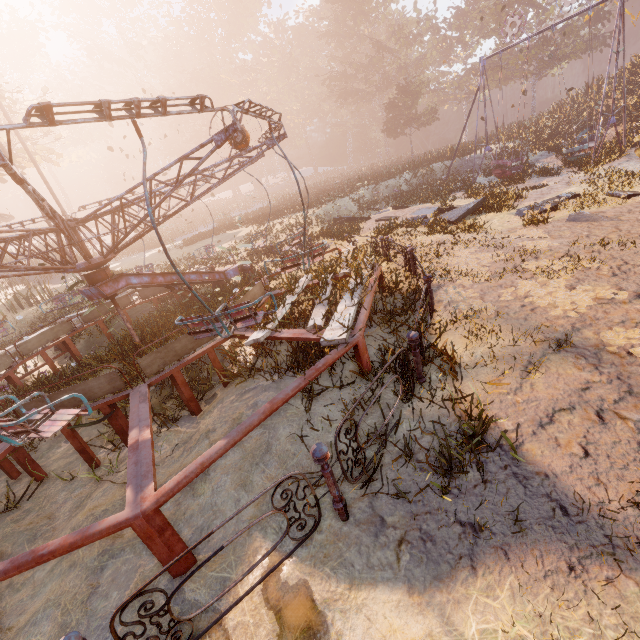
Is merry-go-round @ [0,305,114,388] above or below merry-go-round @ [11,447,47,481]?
above

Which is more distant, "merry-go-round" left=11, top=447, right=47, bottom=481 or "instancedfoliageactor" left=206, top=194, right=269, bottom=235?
"instancedfoliageactor" left=206, top=194, right=269, bottom=235

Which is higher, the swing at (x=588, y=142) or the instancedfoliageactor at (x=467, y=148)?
the instancedfoliageactor at (x=467, y=148)

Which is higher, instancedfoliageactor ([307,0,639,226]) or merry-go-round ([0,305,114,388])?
instancedfoliageactor ([307,0,639,226])

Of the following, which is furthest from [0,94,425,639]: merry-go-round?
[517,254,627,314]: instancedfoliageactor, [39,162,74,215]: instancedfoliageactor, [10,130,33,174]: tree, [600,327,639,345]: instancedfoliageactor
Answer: [39,162,74,215]: instancedfoliageactor

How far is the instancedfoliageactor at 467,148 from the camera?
25.06m

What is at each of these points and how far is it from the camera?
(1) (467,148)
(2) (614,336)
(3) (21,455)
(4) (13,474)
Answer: (1) instancedfoliageactor, 25.0m
(2) instancedfoliageactor, 4.1m
(3) merry-go-round, 5.2m
(4) merry-go-round, 5.6m
